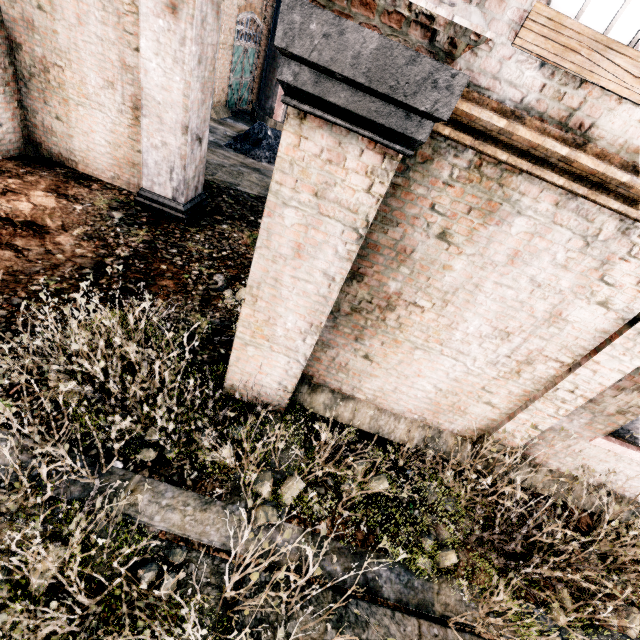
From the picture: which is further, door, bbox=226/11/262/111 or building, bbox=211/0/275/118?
door, bbox=226/11/262/111

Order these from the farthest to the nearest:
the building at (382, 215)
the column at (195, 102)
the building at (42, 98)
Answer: the building at (42, 98)
the column at (195, 102)
the building at (382, 215)

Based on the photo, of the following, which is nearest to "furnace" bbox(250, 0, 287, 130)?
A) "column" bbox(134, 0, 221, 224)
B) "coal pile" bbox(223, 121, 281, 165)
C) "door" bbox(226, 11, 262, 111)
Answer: "coal pile" bbox(223, 121, 281, 165)

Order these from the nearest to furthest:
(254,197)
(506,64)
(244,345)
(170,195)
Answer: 1. (506,64)
2. (244,345)
3. (170,195)
4. (254,197)

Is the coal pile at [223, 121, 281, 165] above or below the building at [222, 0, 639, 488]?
below

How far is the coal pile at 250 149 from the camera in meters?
15.5

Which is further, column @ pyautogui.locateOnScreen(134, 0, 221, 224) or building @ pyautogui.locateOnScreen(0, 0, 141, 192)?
building @ pyautogui.locateOnScreen(0, 0, 141, 192)

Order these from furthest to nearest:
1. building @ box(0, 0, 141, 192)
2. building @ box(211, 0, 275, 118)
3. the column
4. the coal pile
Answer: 1. building @ box(211, 0, 275, 118)
2. the coal pile
3. building @ box(0, 0, 141, 192)
4. the column
